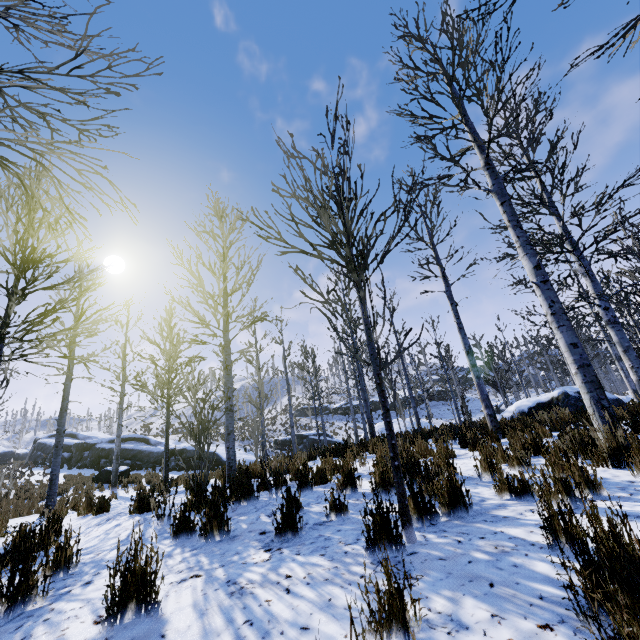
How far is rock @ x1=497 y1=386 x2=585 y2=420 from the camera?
10.2m

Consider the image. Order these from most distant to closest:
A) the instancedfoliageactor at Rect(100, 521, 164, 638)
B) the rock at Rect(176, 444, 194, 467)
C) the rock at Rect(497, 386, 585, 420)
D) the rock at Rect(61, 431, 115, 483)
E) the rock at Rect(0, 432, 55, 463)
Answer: the rock at Rect(0, 432, 55, 463) < the rock at Rect(176, 444, 194, 467) < the rock at Rect(61, 431, 115, 483) < the rock at Rect(497, 386, 585, 420) < the instancedfoliageactor at Rect(100, 521, 164, 638)

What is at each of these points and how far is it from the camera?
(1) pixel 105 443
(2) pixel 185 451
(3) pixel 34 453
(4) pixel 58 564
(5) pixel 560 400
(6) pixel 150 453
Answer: (1) rock, 26.02m
(2) rock, 23.38m
(3) rock, 30.64m
(4) instancedfoliageactor, 3.04m
(5) rock, 10.31m
(6) rock, 24.27m

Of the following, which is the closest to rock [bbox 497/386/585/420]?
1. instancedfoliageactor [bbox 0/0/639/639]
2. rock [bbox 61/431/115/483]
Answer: instancedfoliageactor [bbox 0/0/639/639]

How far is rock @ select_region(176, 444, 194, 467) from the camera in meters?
→ 23.0

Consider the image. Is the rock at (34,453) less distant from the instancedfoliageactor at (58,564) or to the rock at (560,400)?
the instancedfoliageactor at (58,564)

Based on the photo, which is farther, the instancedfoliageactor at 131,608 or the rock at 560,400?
the rock at 560,400
